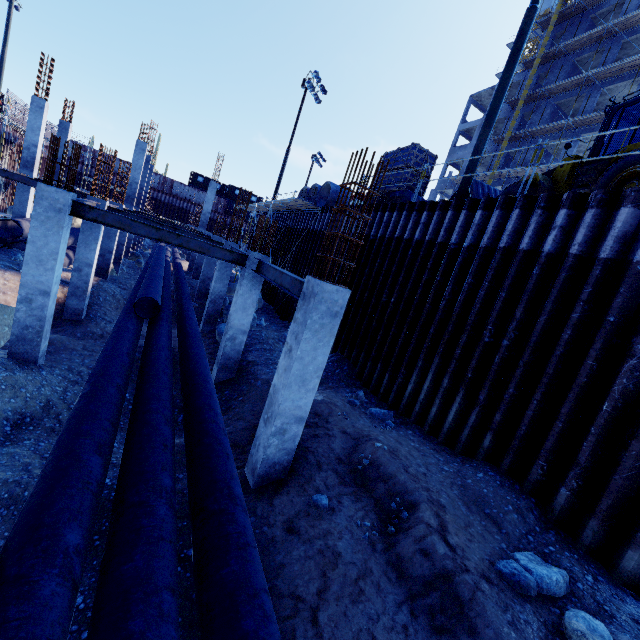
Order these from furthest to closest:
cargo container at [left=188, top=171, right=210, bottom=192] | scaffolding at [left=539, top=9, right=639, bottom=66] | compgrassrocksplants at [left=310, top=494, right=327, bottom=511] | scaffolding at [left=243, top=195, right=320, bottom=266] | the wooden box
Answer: cargo container at [left=188, top=171, right=210, bottom=192] < scaffolding at [left=539, top=9, right=639, bottom=66] < scaffolding at [left=243, top=195, right=320, bottom=266] < the wooden box < compgrassrocksplants at [left=310, top=494, right=327, bottom=511]

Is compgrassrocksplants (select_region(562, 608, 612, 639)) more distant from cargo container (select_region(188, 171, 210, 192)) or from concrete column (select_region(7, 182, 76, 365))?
cargo container (select_region(188, 171, 210, 192))

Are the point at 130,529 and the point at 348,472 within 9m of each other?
yes

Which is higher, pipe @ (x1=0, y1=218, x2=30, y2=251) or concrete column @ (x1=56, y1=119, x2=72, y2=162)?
concrete column @ (x1=56, y1=119, x2=72, y2=162)

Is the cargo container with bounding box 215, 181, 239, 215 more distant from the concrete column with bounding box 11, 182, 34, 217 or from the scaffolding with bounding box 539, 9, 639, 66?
the concrete column with bounding box 11, 182, 34, 217

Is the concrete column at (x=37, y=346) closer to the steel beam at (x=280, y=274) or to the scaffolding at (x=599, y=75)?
the steel beam at (x=280, y=274)

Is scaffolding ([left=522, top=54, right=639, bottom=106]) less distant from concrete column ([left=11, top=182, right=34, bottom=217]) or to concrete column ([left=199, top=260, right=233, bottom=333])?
concrete column ([left=199, top=260, right=233, bottom=333])

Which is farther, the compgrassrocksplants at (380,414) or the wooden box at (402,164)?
the wooden box at (402,164)
